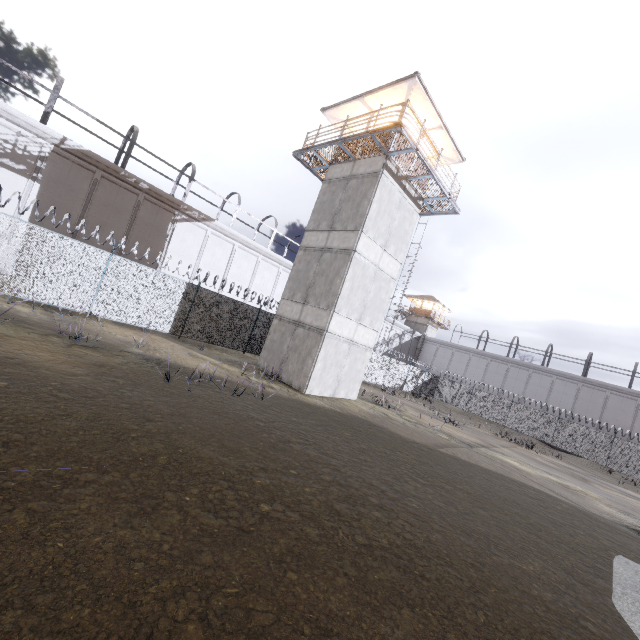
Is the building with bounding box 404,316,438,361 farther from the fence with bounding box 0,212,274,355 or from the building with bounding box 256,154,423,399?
the building with bounding box 256,154,423,399

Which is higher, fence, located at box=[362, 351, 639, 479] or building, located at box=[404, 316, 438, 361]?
building, located at box=[404, 316, 438, 361]

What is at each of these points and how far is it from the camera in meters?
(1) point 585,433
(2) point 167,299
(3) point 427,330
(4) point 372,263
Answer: (1) fence, 29.0
(2) fence, 15.5
(3) building, 51.3
(4) building, 16.1

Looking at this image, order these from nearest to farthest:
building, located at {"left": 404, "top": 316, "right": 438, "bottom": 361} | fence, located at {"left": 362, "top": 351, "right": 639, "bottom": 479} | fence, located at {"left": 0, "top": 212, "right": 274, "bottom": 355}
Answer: fence, located at {"left": 0, "top": 212, "right": 274, "bottom": 355} < fence, located at {"left": 362, "top": 351, "right": 639, "bottom": 479} < building, located at {"left": 404, "top": 316, "right": 438, "bottom": 361}

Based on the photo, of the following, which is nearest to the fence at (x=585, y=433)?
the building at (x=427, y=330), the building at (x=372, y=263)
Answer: the building at (x=372, y=263)

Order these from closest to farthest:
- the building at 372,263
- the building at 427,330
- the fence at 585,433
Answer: the building at 372,263
the fence at 585,433
the building at 427,330

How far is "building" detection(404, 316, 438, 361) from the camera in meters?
50.9 m
